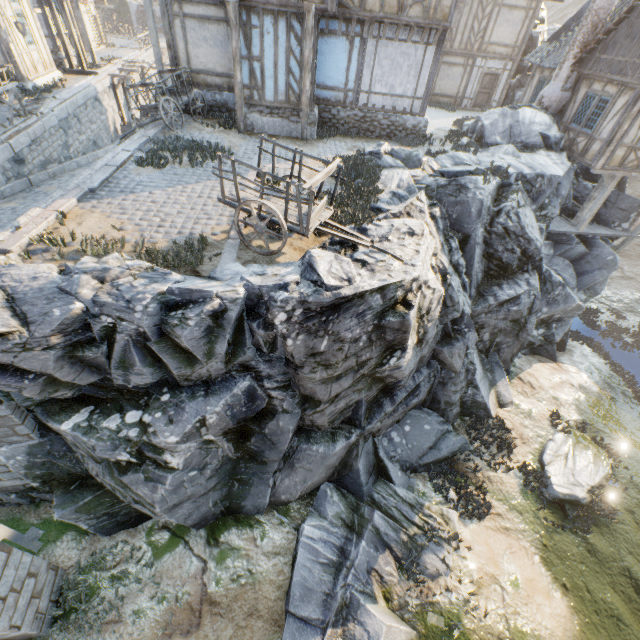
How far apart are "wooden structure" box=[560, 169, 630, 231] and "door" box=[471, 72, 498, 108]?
11.0 meters

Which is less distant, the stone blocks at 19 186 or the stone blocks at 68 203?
the stone blocks at 68 203

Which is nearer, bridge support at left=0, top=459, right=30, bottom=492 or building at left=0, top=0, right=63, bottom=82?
bridge support at left=0, top=459, right=30, bottom=492

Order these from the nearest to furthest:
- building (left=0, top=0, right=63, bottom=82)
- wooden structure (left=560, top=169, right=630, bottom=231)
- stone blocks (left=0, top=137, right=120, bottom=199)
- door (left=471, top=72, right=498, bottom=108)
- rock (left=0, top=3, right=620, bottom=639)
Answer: rock (left=0, top=3, right=620, bottom=639), stone blocks (left=0, top=137, right=120, bottom=199), building (left=0, top=0, right=63, bottom=82), wooden structure (left=560, top=169, right=630, bottom=231), door (left=471, top=72, right=498, bottom=108)

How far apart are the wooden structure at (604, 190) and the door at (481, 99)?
11.0m

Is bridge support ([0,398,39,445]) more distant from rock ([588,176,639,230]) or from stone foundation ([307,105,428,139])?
stone foundation ([307,105,428,139])

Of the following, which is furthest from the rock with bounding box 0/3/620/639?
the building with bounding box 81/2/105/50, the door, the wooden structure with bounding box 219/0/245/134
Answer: the building with bounding box 81/2/105/50

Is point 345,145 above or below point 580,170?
above
